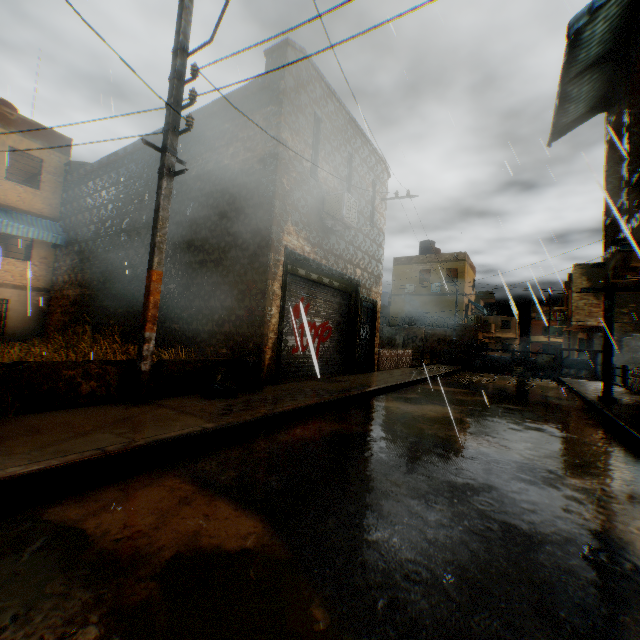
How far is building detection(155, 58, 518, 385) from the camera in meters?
7.8 m

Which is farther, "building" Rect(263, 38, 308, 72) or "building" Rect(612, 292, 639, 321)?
"building" Rect(612, 292, 639, 321)

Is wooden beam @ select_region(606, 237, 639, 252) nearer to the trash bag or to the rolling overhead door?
the rolling overhead door

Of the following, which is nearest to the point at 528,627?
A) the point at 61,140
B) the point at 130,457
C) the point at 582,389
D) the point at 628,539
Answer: the point at 628,539

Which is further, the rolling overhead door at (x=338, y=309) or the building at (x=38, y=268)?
the building at (x=38, y=268)

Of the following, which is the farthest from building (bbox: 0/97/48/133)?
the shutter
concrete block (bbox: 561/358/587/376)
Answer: the shutter

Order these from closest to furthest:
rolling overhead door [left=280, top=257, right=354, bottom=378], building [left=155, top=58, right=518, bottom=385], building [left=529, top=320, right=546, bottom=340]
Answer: building [left=155, top=58, right=518, bottom=385], rolling overhead door [left=280, top=257, right=354, bottom=378], building [left=529, top=320, right=546, bottom=340]

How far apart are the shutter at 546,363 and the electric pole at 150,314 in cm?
1310
